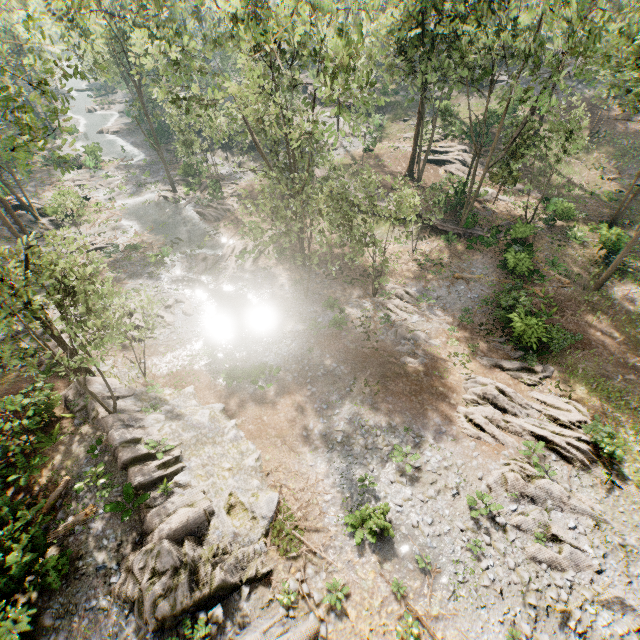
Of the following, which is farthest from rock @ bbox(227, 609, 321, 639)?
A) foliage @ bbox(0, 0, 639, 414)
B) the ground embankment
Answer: the ground embankment

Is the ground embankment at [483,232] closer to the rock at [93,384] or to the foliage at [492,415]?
the foliage at [492,415]

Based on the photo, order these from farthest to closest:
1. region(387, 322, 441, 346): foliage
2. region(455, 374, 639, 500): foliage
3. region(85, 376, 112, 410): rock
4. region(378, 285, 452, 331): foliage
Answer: region(378, 285, 452, 331): foliage, region(387, 322, 441, 346): foliage, region(85, 376, 112, 410): rock, region(455, 374, 639, 500): foliage

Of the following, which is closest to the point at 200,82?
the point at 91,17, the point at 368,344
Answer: the point at 91,17

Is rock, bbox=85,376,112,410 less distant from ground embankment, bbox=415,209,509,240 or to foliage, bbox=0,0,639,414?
foliage, bbox=0,0,639,414
